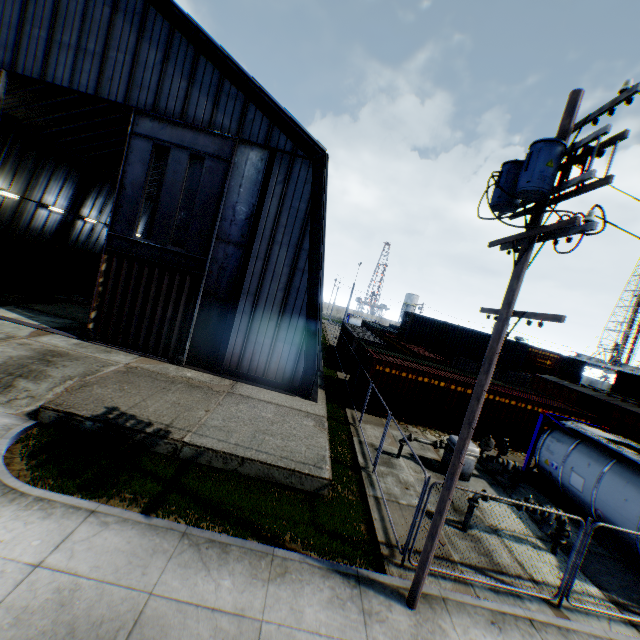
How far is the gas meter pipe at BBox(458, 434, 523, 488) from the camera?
12.15m

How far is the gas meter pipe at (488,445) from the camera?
12.1 meters

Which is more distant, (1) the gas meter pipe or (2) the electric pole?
(1) the gas meter pipe

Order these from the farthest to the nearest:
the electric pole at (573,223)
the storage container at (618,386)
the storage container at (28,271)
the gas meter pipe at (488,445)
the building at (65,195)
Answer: the storage container at (618,386) → the storage container at (28,271) → the building at (65,195) → the gas meter pipe at (488,445) → the electric pole at (573,223)

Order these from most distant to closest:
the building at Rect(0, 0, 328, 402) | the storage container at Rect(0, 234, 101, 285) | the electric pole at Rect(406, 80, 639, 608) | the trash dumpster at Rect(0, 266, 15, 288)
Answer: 1. the storage container at Rect(0, 234, 101, 285)
2. the trash dumpster at Rect(0, 266, 15, 288)
3. the building at Rect(0, 0, 328, 402)
4. the electric pole at Rect(406, 80, 639, 608)

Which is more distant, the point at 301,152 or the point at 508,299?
the point at 301,152

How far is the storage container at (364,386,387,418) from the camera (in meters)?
16.75

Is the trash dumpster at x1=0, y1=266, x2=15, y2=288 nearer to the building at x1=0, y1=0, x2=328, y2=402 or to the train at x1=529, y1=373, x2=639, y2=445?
the building at x1=0, y1=0, x2=328, y2=402
